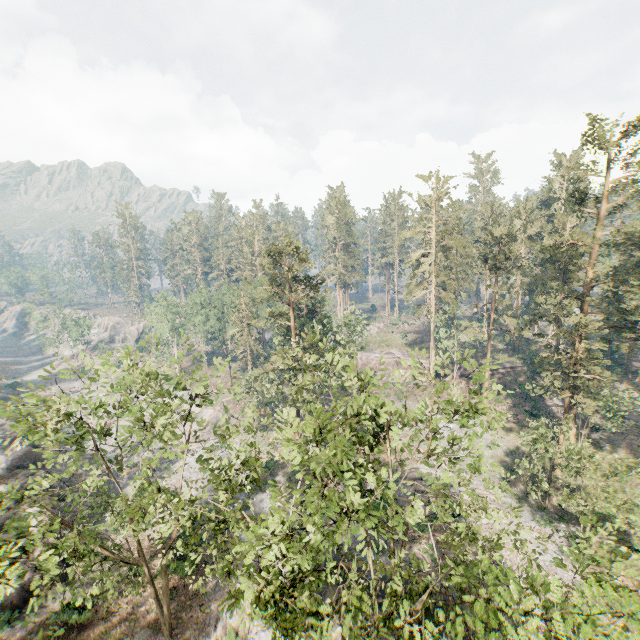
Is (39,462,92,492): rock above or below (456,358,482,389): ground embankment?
below

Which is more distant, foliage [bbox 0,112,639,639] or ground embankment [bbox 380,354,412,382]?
ground embankment [bbox 380,354,412,382]

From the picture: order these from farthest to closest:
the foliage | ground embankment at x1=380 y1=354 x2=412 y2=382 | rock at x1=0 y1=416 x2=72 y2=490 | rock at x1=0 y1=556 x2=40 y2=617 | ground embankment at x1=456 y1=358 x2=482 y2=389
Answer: ground embankment at x1=380 y1=354 x2=412 y2=382, ground embankment at x1=456 y1=358 x2=482 y2=389, rock at x1=0 y1=416 x2=72 y2=490, rock at x1=0 y1=556 x2=40 y2=617, the foliage

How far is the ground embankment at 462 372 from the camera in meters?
50.4

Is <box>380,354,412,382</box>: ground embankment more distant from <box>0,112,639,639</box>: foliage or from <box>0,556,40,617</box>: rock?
<box>0,556,40,617</box>: rock

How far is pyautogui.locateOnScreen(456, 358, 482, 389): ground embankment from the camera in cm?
5041

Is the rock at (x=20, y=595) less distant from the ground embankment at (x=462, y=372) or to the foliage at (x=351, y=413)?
the foliage at (x=351, y=413)

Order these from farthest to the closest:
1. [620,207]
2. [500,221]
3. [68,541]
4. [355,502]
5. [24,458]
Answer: [500,221], [24,458], [620,207], [68,541], [355,502]
